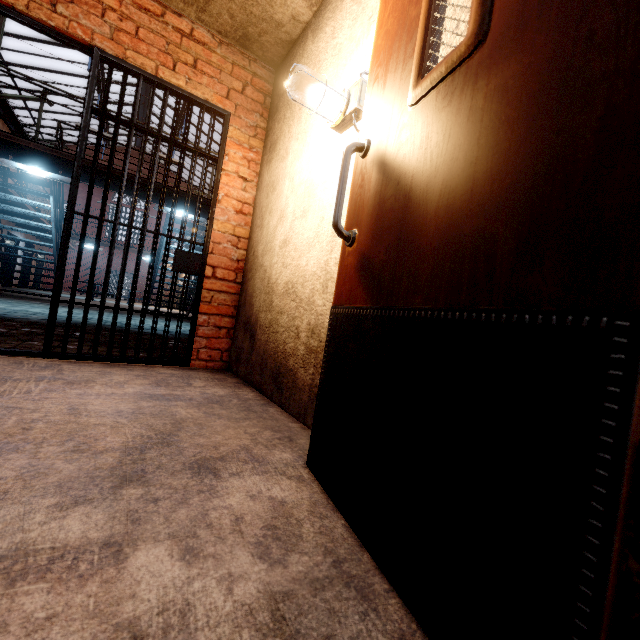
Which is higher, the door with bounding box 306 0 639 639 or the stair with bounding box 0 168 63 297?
the stair with bounding box 0 168 63 297

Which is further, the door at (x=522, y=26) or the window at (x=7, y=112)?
the window at (x=7, y=112)

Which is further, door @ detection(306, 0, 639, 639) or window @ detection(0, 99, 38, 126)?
window @ detection(0, 99, 38, 126)

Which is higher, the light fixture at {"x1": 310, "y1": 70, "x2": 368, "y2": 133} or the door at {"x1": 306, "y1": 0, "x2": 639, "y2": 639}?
the light fixture at {"x1": 310, "y1": 70, "x2": 368, "y2": 133}

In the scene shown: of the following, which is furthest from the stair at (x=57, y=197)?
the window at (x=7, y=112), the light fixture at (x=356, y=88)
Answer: the light fixture at (x=356, y=88)

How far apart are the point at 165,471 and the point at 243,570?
0.5m

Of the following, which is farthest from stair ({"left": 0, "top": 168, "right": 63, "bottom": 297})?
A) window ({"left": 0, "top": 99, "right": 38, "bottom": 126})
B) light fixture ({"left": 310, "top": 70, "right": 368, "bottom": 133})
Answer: light fixture ({"left": 310, "top": 70, "right": 368, "bottom": 133})
